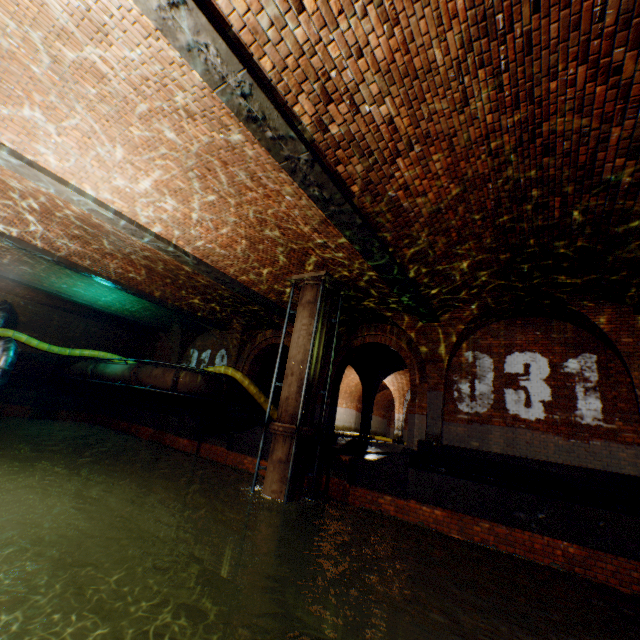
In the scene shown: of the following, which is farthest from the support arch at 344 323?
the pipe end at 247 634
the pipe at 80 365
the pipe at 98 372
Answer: the pipe at 80 365

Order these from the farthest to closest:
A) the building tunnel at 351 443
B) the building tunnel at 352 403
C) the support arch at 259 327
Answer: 1. the building tunnel at 352 403
2. the support arch at 259 327
3. the building tunnel at 351 443

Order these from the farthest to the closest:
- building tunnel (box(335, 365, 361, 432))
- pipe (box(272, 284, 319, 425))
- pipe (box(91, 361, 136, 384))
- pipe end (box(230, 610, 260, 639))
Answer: building tunnel (box(335, 365, 361, 432)), pipe (box(91, 361, 136, 384)), pipe (box(272, 284, 319, 425)), pipe end (box(230, 610, 260, 639))

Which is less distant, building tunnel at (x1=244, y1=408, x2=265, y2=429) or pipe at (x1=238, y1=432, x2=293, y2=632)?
pipe at (x1=238, y1=432, x2=293, y2=632)

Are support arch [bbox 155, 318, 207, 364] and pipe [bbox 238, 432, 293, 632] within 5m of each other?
no

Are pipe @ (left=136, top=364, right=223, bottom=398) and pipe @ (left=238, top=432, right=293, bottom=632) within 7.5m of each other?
yes

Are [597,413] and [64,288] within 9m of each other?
no

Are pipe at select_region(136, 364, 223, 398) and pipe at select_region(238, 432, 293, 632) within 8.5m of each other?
yes
